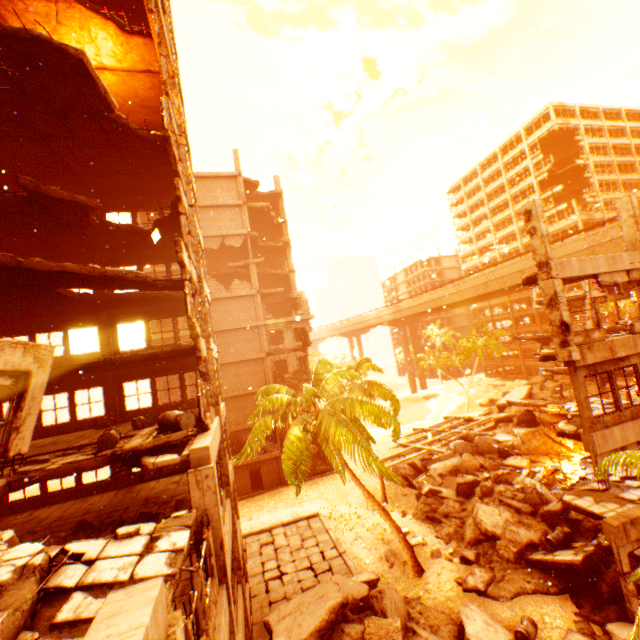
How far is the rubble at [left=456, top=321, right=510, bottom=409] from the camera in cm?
4825

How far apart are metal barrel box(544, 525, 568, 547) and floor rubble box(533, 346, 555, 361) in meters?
8.0 m

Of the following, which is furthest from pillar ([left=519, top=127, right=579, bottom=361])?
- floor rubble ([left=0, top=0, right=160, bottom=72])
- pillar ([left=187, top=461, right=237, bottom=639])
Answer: floor rubble ([left=0, top=0, right=160, bottom=72])

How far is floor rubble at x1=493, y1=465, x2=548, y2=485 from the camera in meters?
20.4

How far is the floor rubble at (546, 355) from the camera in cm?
1205

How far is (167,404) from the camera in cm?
1647

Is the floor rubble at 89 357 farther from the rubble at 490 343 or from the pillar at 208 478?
the pillar at 208 478

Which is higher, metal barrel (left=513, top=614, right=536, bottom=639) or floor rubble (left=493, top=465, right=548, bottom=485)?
floor rubble (left=493, top=465, right=548, bottom=485)
